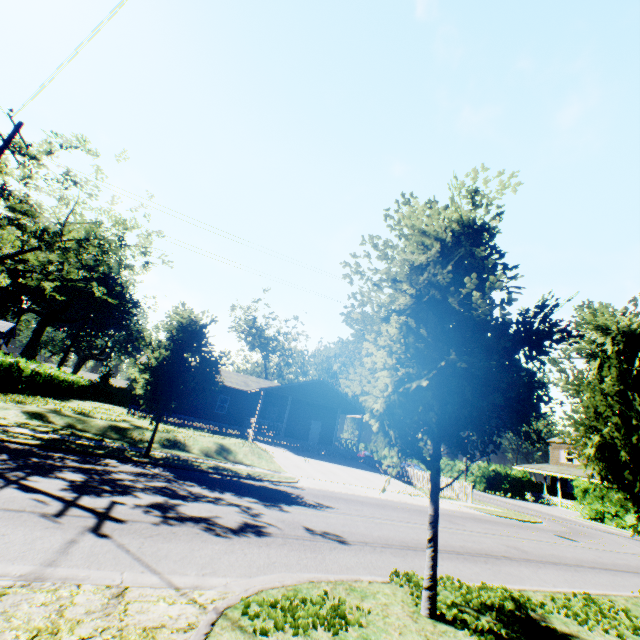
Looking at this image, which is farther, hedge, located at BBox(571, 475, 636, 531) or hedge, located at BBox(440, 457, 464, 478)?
hedge, located at BBox(440, 457, 464, 478)

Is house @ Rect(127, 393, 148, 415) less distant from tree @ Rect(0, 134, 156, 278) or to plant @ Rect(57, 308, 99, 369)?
tree @ Rect(0, 134, 156, 278)

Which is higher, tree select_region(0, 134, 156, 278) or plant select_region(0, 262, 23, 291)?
plant select_region(0, 262, 23, 291)

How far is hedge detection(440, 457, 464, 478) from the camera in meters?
41.2 m

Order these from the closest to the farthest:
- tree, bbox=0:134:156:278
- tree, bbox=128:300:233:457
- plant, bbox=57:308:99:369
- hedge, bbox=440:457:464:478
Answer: tree, bbox=128:300:233:457 < tree, bbox=0:134:156:278 < hedge, bbox=440:457:464:478 < plant, bbox=57:308:99:369

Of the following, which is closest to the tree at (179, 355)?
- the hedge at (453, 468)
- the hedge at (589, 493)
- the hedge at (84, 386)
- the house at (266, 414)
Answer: the hedge at (84, 386)

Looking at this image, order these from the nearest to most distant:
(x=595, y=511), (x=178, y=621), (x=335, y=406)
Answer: (x=178, y=621) → (x=595, y=511) → (x=335, y=406)

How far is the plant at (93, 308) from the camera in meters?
55.8
